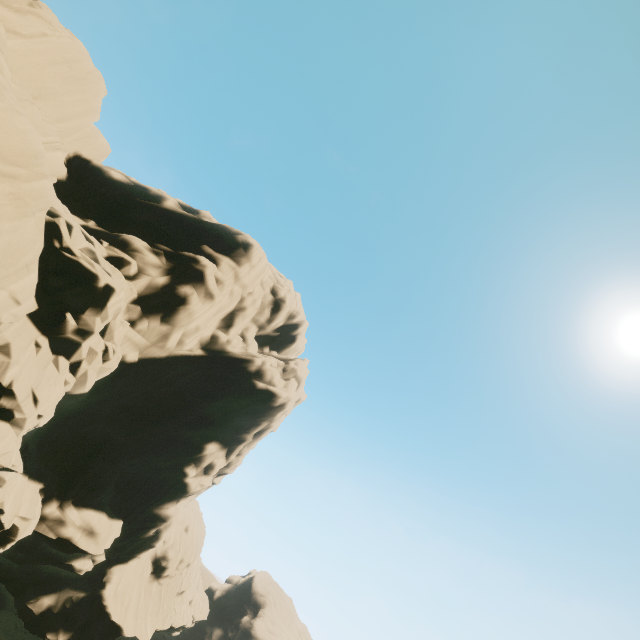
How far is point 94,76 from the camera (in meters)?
21.91
